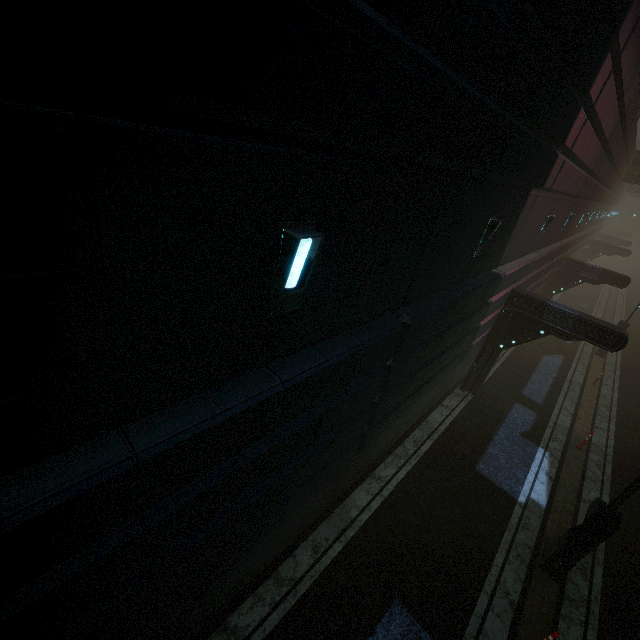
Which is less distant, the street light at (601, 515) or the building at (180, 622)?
the building at (180, 622)

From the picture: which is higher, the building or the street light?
the building

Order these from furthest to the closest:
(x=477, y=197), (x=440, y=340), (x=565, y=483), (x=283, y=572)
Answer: (x=565, y=483)
(x=440, y=340)
(x=283, y=572)
(x=477, y=197)

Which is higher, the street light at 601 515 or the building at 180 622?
the building at 180 622

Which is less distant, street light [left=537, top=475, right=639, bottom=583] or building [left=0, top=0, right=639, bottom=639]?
building [left=0, top=0, right=639, bottom=639]
